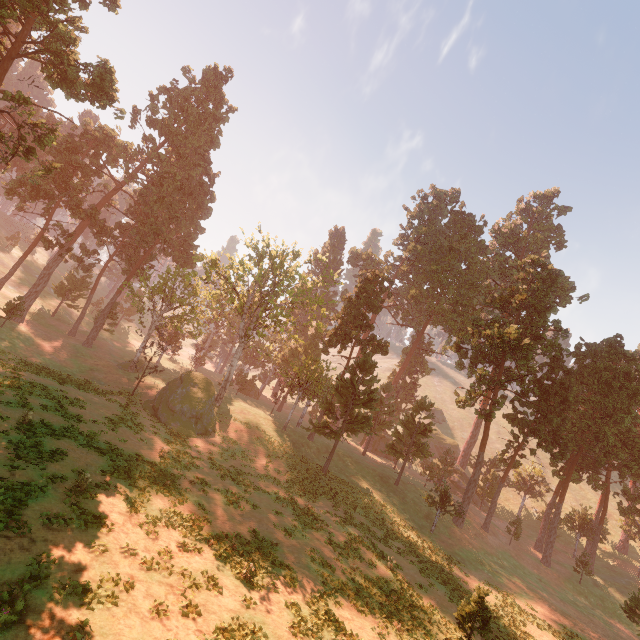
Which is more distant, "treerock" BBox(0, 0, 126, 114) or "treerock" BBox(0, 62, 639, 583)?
"treerock" BBox(0, 62, 639, 583)

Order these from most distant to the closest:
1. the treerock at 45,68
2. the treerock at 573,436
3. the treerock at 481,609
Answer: the treerock at 573,436 → the treerock at 45,68 → the treerock at 481,609

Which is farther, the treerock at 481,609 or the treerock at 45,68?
the treerock at 45,68

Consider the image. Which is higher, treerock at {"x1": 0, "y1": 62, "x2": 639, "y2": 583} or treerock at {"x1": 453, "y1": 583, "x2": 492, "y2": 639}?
treerock at {"x1": 0, "y1": 62, "x2": 639, "y2": 583}

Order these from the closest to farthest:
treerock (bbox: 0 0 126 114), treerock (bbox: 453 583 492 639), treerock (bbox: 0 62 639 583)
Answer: treerock (bbox: 453 583 492 639), treerock (bbox: 0 0 126 114), treerock (bbox: 0 62 639 583)

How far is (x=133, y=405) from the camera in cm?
3081
